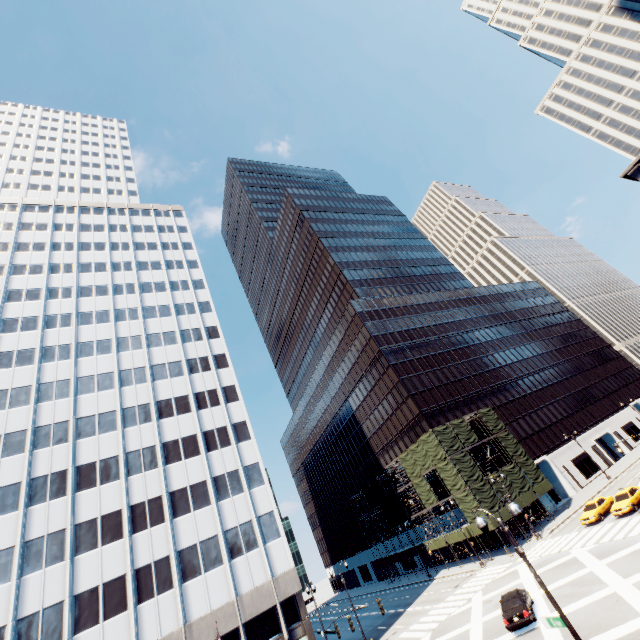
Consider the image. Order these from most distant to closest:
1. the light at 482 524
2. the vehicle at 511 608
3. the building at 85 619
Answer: the building at 85 619 → the vehicle at 511 608 → the light at 482 524

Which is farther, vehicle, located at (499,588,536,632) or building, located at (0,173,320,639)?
building, located at (0,173,320,639)

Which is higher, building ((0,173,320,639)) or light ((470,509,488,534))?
building ((0,173,320,639))

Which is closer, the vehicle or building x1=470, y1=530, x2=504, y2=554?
the vehicle

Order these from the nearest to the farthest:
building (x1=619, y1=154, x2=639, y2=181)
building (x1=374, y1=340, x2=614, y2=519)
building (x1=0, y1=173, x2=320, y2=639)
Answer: building (x1=0, y1=173, x2=320, y2=639)
building (x1=619, y1=154, x2=639, y2=181)
building (x1=374, y1=340, x2=614, y2=519)

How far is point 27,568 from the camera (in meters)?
27.12

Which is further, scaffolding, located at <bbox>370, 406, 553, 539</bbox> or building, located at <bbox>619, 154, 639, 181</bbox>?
building, located at <bbox>619, 154, 639, 181</bbox>

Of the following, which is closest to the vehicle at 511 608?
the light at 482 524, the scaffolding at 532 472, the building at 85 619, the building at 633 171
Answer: the light at 482 524
